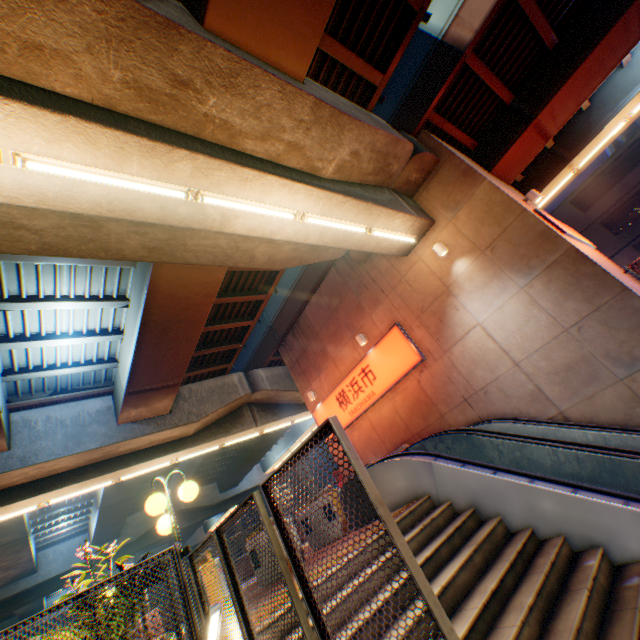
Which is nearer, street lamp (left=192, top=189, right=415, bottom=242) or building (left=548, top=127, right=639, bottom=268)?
street lamp (left=192, top=189, right=415, bottom=242)

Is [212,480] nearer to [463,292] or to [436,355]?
[436,355]

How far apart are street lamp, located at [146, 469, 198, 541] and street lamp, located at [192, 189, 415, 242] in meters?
5.6

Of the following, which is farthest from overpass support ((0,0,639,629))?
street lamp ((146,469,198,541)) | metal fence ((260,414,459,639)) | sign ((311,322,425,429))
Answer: street lamp ((146,469,198,541))

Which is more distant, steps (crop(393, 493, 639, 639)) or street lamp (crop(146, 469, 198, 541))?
street lamp (crop(146, 469, 198, 541))

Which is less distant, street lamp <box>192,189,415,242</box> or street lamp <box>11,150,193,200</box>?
street lamp <box>11,150,193,200</box>

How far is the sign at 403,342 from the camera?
11.5 meters

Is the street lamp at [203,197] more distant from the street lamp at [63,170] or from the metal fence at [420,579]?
the metal fence at [420,579]
